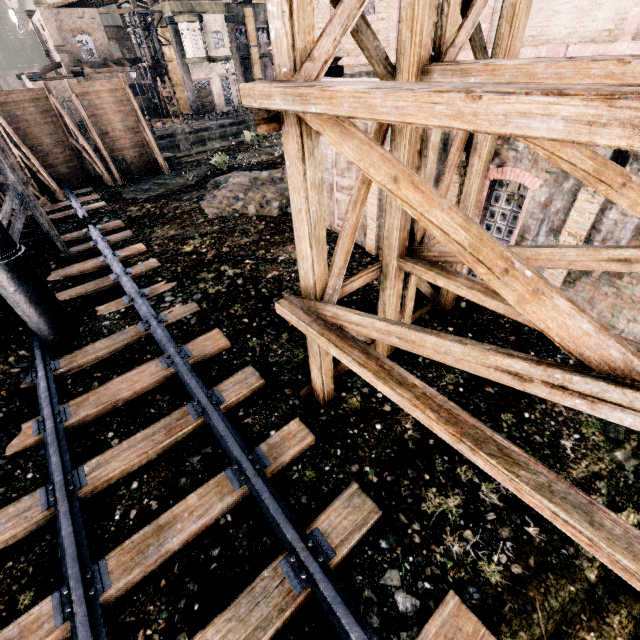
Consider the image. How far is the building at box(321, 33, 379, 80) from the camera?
10.15m

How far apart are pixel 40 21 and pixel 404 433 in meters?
70.5 m

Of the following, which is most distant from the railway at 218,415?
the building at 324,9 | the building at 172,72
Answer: the building at 172,72

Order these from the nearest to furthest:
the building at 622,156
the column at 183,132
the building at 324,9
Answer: the building at 622,156 < the building at 324,9 < the column at 183,132

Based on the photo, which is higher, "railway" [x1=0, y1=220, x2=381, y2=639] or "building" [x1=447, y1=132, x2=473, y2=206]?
"building" [x1=447, y1=132, x2=473, y2=206]

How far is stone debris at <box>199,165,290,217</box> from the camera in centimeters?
1603cm

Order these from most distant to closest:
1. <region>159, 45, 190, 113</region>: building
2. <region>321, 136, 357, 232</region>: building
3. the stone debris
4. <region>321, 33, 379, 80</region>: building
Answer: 1. <region>159, 45, 190, 113</region>: building
2. the stone debris
3. <region>321, 136, 357, 232</region>: building
4. <region>321, 33, 379, 80</region>: building

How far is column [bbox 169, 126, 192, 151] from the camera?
33.5m
